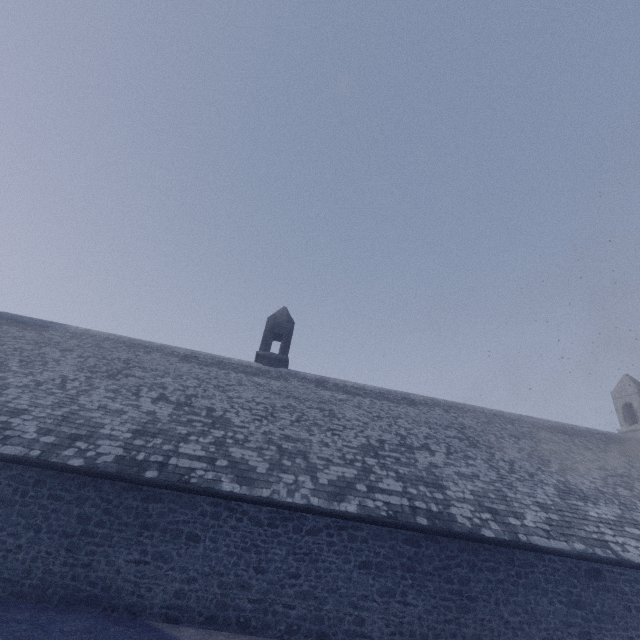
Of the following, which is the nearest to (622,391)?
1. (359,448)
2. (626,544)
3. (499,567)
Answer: (626,544)
